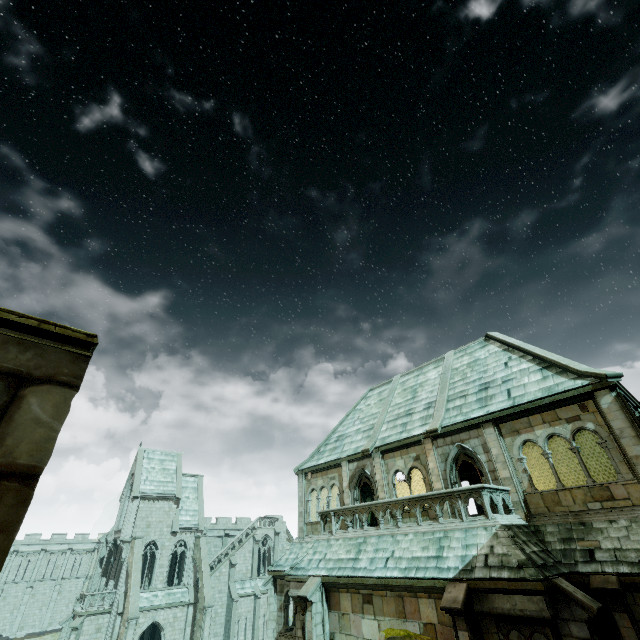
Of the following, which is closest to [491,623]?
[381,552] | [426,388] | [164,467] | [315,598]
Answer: [381,552]

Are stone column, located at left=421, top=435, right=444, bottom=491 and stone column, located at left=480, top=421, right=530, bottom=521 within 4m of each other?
yes

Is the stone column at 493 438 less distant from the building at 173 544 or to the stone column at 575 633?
the stone column at 575 633

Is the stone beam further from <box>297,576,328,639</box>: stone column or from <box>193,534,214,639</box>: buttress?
<box>193,534,214,639</box>: buttress

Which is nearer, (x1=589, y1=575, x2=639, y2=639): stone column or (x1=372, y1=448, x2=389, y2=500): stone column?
(x1=589, y1=575, x2=639, y2=639): stone column

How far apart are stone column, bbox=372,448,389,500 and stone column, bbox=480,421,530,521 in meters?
5.8 m

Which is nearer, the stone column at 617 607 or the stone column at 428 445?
the stone column at 617 607

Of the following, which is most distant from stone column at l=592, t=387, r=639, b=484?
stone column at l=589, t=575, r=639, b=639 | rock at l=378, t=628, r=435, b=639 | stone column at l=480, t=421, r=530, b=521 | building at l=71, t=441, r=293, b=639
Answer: building at l=71, t=441, r=293, b=639
